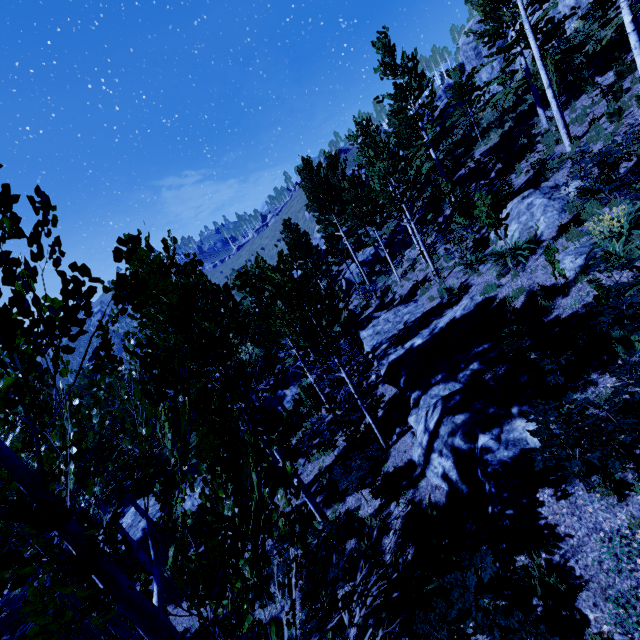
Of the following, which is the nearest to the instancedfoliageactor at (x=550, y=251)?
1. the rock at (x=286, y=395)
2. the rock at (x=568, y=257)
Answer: the rock at (x=286, y=395)

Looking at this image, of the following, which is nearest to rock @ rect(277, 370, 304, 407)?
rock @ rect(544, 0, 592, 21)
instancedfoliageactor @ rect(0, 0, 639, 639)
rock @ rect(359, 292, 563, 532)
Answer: instancedfoliageactor @ rect(0, 0, 639, 639)

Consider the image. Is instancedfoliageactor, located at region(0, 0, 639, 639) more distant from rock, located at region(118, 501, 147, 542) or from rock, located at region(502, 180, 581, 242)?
rock, located at region(502, 180, 581, 242)

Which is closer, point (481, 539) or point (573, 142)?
point (481, 539)

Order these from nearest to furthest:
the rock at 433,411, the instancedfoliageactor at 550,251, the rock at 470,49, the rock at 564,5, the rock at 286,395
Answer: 1. the rock at 433,411
2. the instancedfoliageactor at 550,251
3. the rock at 564,5
4. the rock at 286,395
5. the rock at 470,49

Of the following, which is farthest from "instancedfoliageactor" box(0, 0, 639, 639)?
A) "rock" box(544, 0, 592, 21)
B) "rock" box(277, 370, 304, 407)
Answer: "rock" box(544, 0, 592, 21)

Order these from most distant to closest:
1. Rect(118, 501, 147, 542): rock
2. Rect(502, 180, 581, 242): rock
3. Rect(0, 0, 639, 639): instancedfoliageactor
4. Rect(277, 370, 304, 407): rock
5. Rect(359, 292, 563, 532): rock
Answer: Rect(277, 370, 304, 407): rock
Rect(118, 501, 147, 542): rock
Rect(502, 180, 581, 242): rock
Rect(359, 292, 563, 532): rock
Rect(0, 0, 639, 639): instancedfoliageactor

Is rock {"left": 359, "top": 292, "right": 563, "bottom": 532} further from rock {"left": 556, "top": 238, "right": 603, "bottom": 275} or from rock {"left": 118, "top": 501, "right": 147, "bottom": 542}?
rock {"left": 118, "top": 501, "right": 147, "bottom": 542}
